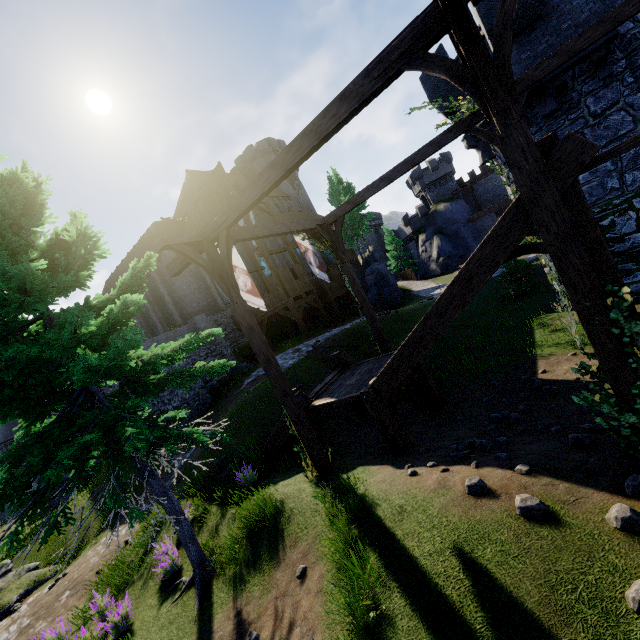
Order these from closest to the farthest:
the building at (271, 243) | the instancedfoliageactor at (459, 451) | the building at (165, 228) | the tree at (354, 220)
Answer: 1. the instancedfoliageactor at (459, 451)
2. the building at (165, 228)
3. the building at (271, 243)
4. the tree at (354, 220)

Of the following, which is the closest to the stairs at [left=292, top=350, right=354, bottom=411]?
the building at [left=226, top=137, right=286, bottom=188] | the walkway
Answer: the walkway

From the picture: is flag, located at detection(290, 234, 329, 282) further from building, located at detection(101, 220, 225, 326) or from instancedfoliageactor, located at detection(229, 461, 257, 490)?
building, located at detection(101, 220, 225, 326)

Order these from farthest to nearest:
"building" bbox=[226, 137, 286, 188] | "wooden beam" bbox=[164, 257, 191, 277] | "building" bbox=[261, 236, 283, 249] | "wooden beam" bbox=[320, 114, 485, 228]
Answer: "building" bbox=[226, 137, 286, 188] → "building" bbox=[261, 236, 283, 249] → "wooden beam" bbox=[320, 114, 485, 228] → "wooden beam" bbox=[164, 257, 191, 277]

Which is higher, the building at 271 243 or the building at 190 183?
the building at 190 183

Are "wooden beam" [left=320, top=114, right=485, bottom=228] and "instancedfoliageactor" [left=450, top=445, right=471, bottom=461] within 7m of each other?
no

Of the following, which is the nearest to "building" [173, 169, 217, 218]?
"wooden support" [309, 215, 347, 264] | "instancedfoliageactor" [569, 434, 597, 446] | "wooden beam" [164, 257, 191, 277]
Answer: "wooden support" [309, 215, 347, 264]

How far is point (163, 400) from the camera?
21.1 meters
